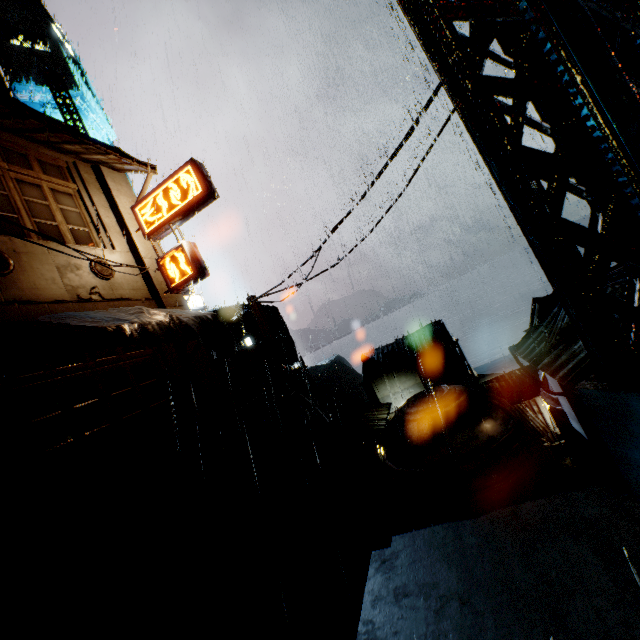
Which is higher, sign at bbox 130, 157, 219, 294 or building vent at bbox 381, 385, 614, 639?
sign at bbox 130, 157, 219, 294

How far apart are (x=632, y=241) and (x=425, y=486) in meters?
13.7

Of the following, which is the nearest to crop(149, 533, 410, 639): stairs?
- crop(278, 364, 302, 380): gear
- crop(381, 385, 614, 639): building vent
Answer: crop(381, 385, 614, 639): building vent

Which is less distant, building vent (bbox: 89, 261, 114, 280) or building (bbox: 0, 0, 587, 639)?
building (bbox: 0, 0, 587, 639)

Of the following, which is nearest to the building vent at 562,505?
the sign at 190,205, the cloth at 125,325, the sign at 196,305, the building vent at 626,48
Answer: the building vent at 626,48

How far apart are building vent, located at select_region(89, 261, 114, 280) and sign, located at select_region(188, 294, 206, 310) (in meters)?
11.10

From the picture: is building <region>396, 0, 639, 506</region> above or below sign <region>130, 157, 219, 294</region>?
below

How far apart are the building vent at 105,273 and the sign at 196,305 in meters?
11.1
